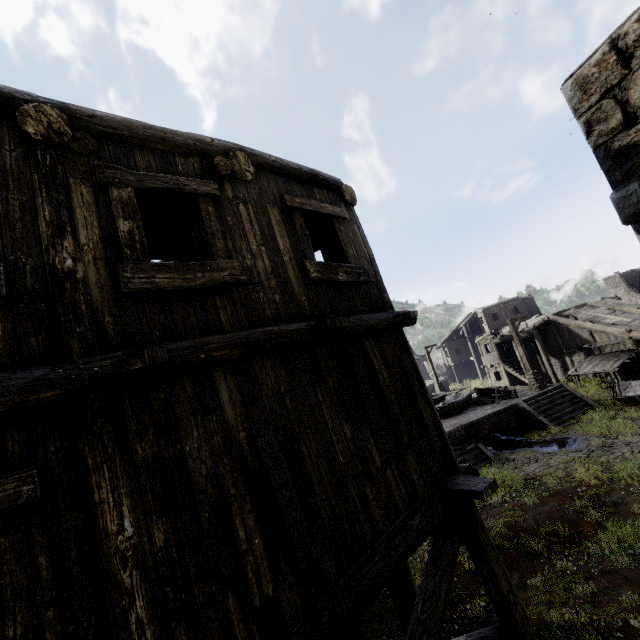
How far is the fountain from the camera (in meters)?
20.56

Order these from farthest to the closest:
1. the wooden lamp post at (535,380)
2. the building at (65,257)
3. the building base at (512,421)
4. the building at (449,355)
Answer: the building at (449,355)
the wooden lamp post at (535,380)
the building base at (512,421)
the building at (65,257)

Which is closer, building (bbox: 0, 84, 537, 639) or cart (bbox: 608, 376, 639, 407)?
building (bbox: 0, 84, 537, 639)

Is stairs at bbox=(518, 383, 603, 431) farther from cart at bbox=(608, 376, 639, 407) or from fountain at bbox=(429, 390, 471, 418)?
fountain at bbox=(429, 390, 471, 418)

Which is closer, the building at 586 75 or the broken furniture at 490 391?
the building at 586 75

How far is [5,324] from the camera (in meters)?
2.46

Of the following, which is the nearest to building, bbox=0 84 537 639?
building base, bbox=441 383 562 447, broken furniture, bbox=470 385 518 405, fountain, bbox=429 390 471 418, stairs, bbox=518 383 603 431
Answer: stairs, bbox=518 383 603 431

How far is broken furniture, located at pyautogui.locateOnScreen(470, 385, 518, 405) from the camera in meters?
20.2 m
